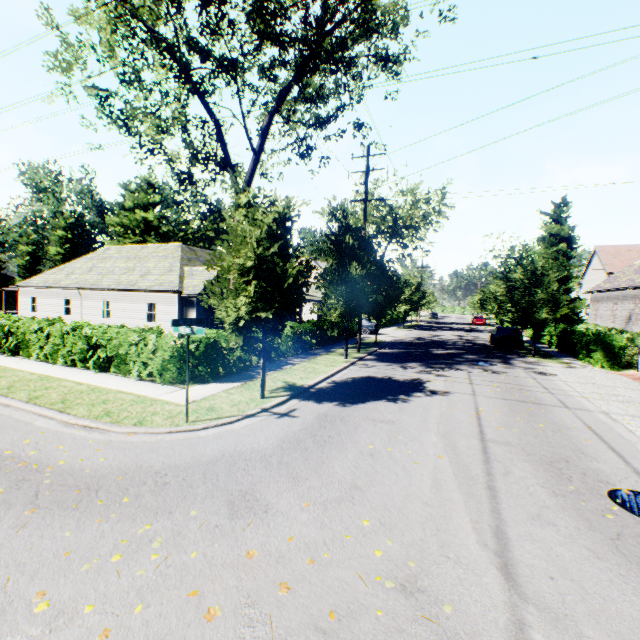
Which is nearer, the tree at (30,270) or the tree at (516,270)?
the tree at (516,270)

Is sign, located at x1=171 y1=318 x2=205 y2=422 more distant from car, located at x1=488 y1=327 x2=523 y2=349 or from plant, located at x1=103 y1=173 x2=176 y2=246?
plant, located at x1=103 y1=173 x2=176 y2=246

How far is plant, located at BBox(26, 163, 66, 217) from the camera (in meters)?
55.92

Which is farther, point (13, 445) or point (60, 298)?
point (60, 298)

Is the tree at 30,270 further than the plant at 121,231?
No

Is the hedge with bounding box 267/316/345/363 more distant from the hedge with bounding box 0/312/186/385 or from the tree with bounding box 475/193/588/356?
the hedge with bounding box 0/312/186/385

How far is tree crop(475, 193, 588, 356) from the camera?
19.59m

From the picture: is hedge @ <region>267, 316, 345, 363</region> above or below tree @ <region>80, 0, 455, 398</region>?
below
